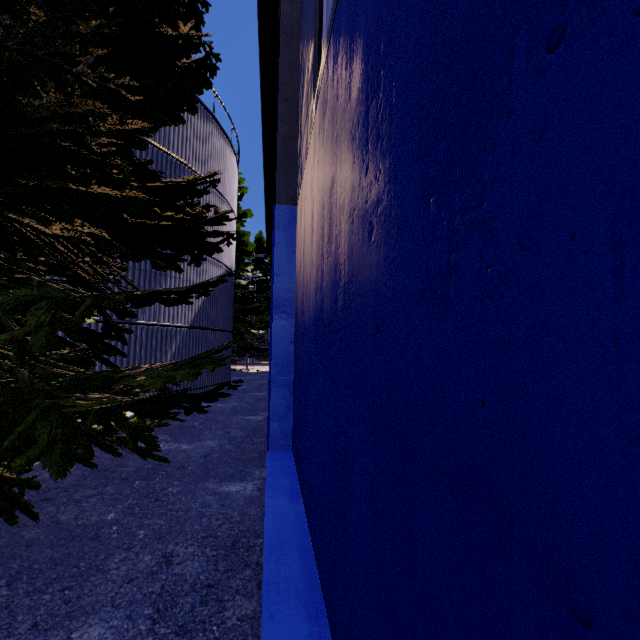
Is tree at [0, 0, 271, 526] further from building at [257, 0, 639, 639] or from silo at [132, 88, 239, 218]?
building at [257, 0, 639, 639]

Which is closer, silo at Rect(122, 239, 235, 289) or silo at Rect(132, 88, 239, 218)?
silo at Rect(122, 239, 235, 289)

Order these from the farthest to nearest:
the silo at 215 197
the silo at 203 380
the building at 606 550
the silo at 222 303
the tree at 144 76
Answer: the silo at 203 380
the silo at 215 197
the silo at 222 303
the tree at 144 76
the building at 606 550

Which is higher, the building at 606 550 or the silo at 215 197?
the silo at 215 197

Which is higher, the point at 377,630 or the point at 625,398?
the point at 625,398

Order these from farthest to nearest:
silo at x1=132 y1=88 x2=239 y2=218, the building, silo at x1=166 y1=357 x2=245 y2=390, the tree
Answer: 1. silo at x1=166 y1=357 x2=245 y2=390
2. silo at x1=132 y1=88 x2=239 y2=218
3. the tree
4. the building

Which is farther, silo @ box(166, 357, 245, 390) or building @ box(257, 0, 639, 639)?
silo @ box(166, 357, 245, 390)
